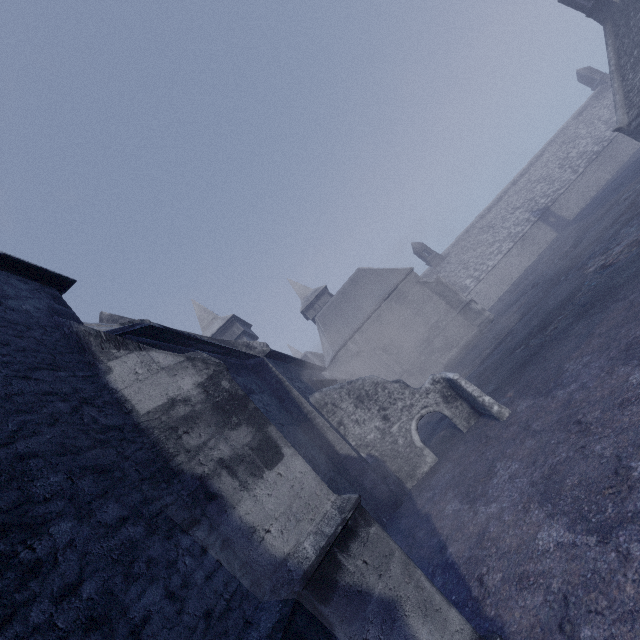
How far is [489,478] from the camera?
7.1 meters
